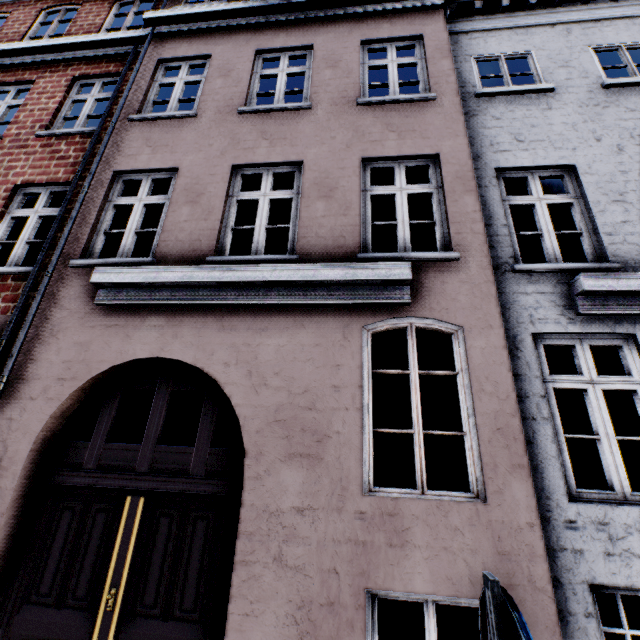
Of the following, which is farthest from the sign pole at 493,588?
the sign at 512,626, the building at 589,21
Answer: the building at 589,21

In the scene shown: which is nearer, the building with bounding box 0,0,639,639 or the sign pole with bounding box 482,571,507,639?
the sign pole with bounding box 482,571,507,639

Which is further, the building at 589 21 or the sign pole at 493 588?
the building at 589 21

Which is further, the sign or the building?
the building

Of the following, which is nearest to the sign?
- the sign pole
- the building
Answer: the sign pole

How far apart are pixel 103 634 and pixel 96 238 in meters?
4.7

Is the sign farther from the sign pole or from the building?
the building
